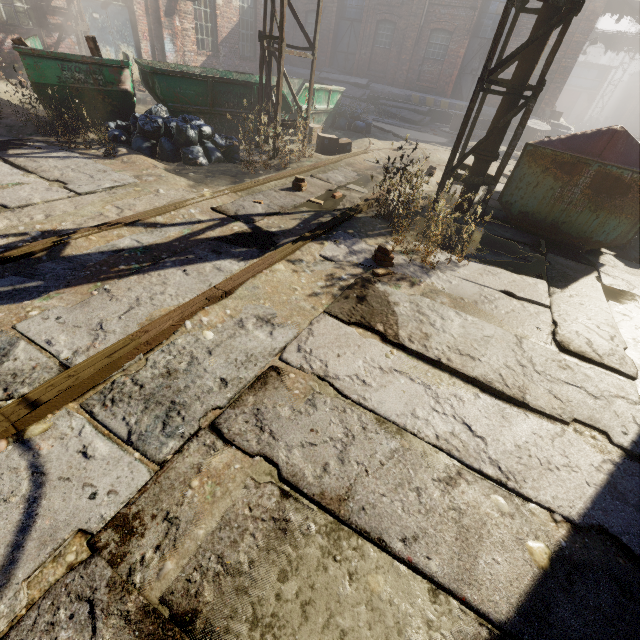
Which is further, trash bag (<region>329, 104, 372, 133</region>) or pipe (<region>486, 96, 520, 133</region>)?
trash bag (<region>329, 104, 372, 133</region>)

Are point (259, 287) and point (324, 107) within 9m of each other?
no

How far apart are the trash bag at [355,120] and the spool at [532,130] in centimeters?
921cm

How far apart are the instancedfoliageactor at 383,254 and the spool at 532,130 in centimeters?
1702cm

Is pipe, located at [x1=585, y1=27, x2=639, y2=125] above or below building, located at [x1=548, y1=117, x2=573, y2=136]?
above

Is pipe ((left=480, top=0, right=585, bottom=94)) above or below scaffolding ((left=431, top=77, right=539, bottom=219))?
above

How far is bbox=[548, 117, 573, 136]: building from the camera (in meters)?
17.47
